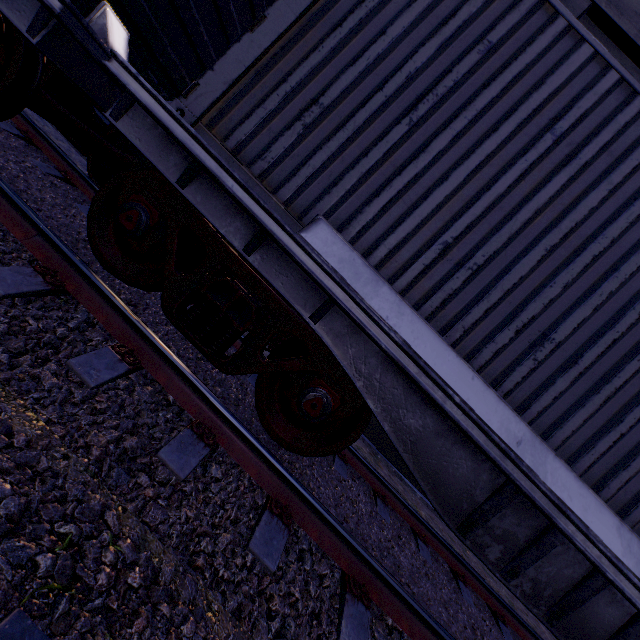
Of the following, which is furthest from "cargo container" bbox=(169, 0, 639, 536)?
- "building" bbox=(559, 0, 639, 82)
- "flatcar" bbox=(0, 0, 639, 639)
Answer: "building" bbox=(559, 0, 639, 82)

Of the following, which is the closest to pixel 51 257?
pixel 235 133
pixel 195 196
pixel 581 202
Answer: pixel 195 196

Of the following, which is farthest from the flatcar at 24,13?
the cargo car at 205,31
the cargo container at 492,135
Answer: the cargo car at 205,31

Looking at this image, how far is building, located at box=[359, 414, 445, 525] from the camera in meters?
7.0 m

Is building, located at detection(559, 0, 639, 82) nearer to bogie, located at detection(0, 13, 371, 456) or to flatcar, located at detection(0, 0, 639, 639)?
flatcar, located at detection(0, 0, 639, 639)

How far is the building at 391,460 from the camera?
7.0 meters

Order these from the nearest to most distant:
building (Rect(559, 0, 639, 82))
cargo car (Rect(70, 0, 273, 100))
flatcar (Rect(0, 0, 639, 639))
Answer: flatcar (Rect(0, 0, 639, 639))
cargo car (Rect(70, 0, 273, 100))
building (Rect(559, 0, 639, 82))

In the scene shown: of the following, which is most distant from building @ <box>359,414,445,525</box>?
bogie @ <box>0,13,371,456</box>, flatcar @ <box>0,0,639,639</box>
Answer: bogie @ <box>0,13,371,456</box>
